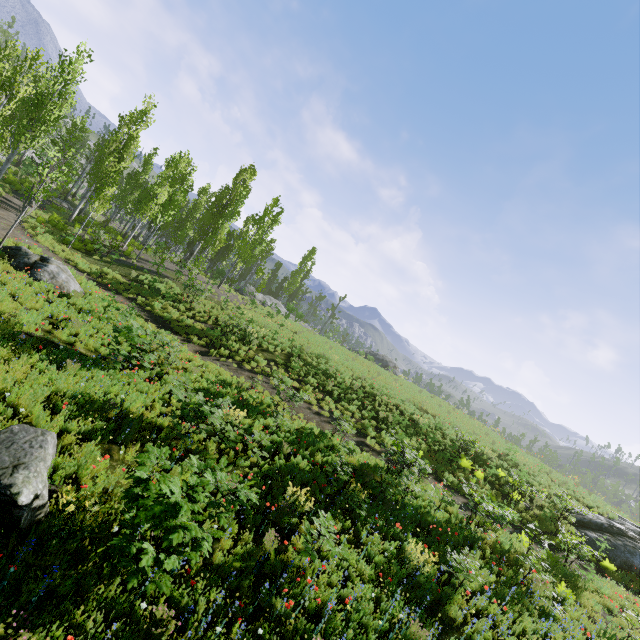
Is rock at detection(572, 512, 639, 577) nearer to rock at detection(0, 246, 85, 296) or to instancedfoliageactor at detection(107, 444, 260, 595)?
instancedfoliageactor at detection(107, 444, 260, 595)

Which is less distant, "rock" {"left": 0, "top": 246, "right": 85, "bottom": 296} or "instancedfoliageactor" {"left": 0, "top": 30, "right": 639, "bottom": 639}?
"instancedfoliageactor" {"left": 0, "top": 30, "right": 639, "bottom": 639}

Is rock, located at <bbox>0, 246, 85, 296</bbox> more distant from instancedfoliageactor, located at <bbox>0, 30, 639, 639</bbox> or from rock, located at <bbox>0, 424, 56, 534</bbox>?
rock, located at <bbox>0, 424, 56, 534</bbox>

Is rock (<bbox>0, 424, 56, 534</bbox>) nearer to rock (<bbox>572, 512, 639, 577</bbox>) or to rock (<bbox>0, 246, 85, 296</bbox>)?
rock (<bbox>0, 246, 85, 296</bbox>)

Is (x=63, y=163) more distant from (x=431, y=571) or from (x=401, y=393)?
(x=401, y=393)

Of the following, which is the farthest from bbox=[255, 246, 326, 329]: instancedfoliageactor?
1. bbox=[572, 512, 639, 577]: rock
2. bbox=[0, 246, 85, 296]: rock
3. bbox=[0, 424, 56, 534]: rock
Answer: bbox=[572, 512, 639, 577]: rock

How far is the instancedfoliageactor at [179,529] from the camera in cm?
423

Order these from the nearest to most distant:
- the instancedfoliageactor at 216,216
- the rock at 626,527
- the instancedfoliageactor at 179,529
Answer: the instancedfoliageactor at 179,529, the instancedfoliageactor at 216,216, the rock at 626,527
